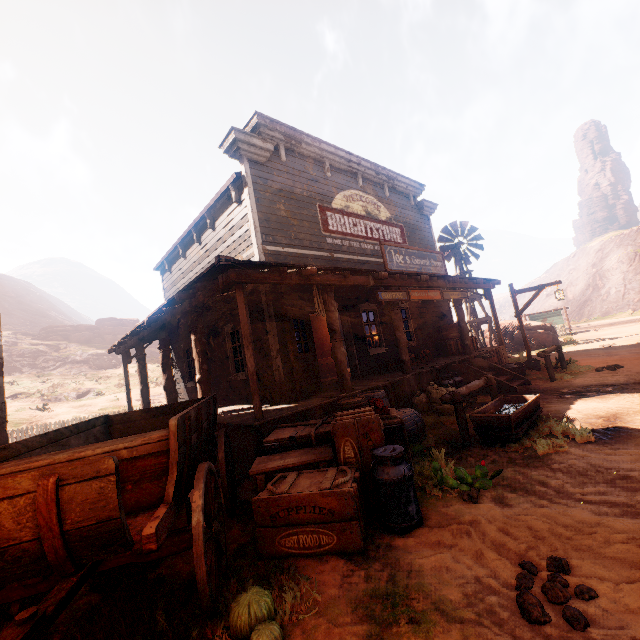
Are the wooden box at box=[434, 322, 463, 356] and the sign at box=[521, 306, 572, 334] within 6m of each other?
no

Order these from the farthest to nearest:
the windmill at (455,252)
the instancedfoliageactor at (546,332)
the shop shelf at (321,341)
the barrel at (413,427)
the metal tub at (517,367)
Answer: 1. the windmill at (455,252)
2. the instancedfoliageactor at (546,332)
3. the shop shelf at (321,341)
4. the metal tub at (517,367)
5. the barrel at (413,427)

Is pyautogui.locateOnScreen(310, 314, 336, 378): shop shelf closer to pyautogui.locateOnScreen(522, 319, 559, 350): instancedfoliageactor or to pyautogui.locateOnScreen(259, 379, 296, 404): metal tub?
pyautogui.locateOnScreen(259, 379, 296, 404): metal tub

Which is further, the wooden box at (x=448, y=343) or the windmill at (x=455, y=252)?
the windmill at (x=455, y=252)

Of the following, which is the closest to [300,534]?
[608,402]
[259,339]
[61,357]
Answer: [259,339]

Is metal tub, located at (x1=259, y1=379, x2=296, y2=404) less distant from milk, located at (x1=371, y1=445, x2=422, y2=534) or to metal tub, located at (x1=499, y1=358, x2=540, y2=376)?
milk, located at (x1=371, y1=445, x2=422, y2=534)

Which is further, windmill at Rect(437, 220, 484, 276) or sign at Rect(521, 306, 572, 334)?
sign at Rect(521, 306, 572, 334)

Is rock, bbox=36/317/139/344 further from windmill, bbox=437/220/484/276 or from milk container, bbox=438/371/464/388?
milk container, bbox=438/371/464/388
